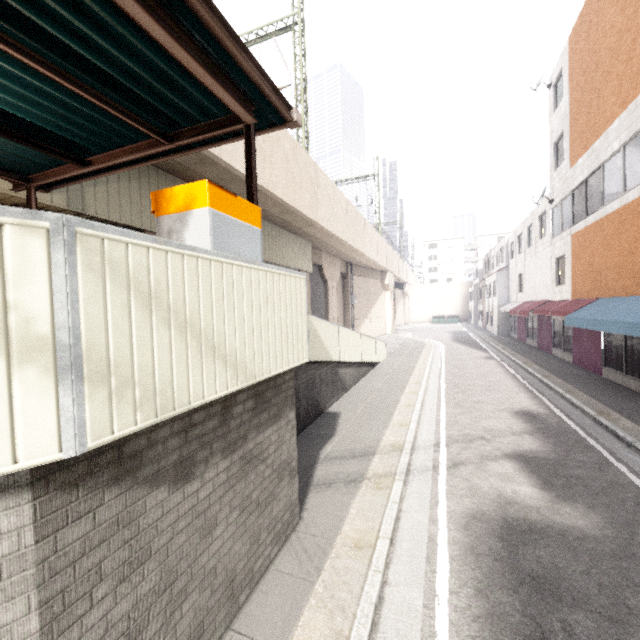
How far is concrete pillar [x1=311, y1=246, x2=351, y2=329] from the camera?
21.9 meters

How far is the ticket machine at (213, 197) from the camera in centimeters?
288cm

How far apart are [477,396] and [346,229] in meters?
13.1 m

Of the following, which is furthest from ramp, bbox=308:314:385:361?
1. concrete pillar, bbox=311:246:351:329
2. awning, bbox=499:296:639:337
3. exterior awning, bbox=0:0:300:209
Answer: awning, bbox=499:296:639:337

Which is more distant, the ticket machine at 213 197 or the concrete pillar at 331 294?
the concrete pillar at 331 294

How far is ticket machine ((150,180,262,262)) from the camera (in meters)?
2.88

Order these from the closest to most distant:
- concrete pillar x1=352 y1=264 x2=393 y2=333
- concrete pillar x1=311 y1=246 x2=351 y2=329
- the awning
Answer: the awning < concrete pillar x1=311 y1=246 x2=351 y2=329 < concrete pillar x1=352 y1=264 x2=393 y2=333
